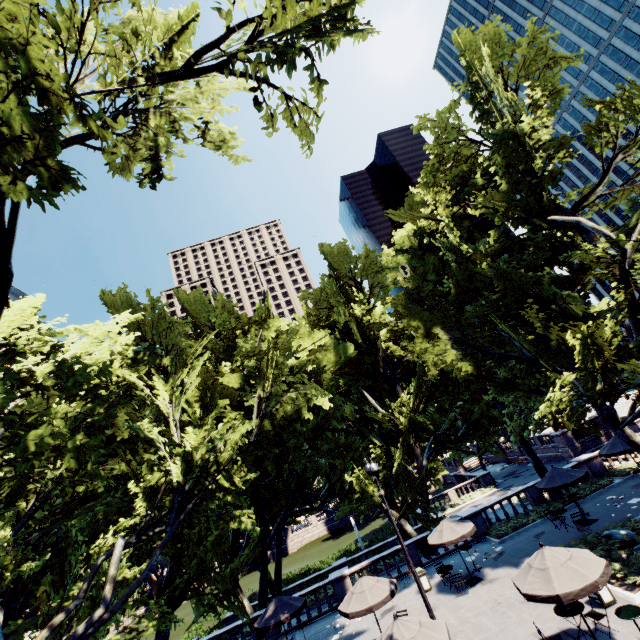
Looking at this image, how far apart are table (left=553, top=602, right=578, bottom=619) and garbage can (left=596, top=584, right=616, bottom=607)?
1.36m

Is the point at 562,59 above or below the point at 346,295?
above

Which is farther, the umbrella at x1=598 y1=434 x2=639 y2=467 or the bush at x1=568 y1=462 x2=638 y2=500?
the bush at x1=568 y1=462 x2=638 y2=500

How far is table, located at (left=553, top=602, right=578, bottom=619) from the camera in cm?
1030

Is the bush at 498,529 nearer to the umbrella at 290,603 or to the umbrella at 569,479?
the umbrella at 569,479

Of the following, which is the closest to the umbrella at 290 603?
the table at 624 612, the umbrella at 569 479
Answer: the table at 624 612

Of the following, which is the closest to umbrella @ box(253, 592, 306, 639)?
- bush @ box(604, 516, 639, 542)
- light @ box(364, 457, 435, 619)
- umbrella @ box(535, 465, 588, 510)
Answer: light @ box(364, 457, 435, 619)

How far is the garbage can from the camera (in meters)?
11.39
